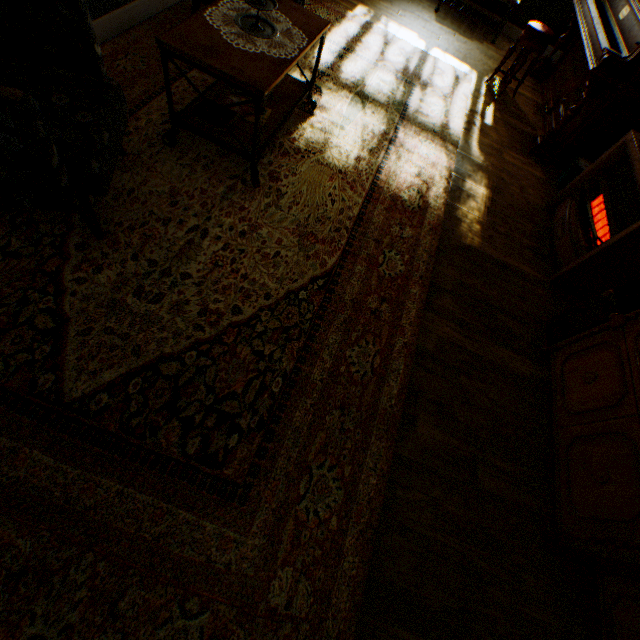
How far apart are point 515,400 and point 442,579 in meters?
1.3

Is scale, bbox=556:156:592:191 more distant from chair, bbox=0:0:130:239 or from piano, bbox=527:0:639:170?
chair, bbox=0:0:130:239

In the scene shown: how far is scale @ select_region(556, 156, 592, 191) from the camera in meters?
3.6 m

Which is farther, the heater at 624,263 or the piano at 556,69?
the piano at 556,69

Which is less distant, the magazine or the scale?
the magazine

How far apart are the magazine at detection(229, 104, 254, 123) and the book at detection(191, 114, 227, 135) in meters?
→ 0.0 m

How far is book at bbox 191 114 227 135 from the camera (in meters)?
2.31

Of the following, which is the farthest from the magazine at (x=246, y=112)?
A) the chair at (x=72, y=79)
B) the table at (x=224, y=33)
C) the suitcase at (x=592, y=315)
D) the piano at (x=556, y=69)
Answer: the piano at (x=556, y=69)
